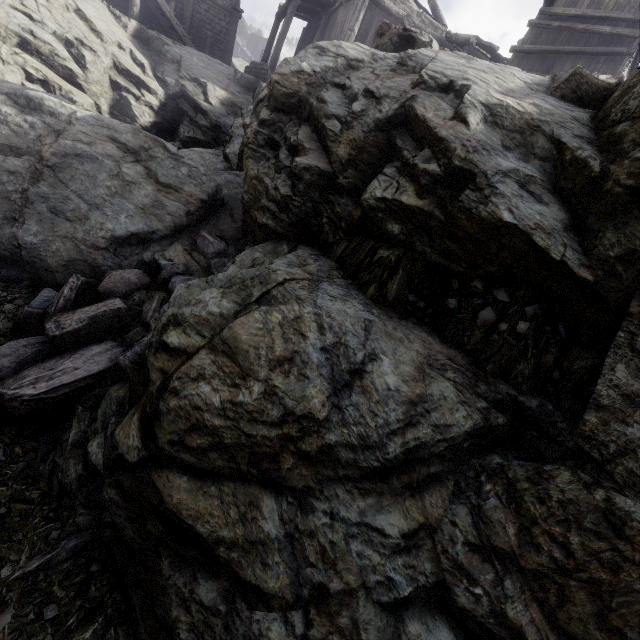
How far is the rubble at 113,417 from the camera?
3.5 meters

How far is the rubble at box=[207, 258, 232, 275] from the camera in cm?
593

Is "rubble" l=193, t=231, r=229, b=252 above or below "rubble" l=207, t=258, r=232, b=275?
above

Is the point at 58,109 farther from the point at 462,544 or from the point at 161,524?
the point at 462,544

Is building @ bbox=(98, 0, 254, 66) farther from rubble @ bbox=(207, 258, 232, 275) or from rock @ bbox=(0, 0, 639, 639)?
rubble @ bbox=(207, 258, 232, 275)

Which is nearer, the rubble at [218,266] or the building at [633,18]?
the rubble at [218,266]
